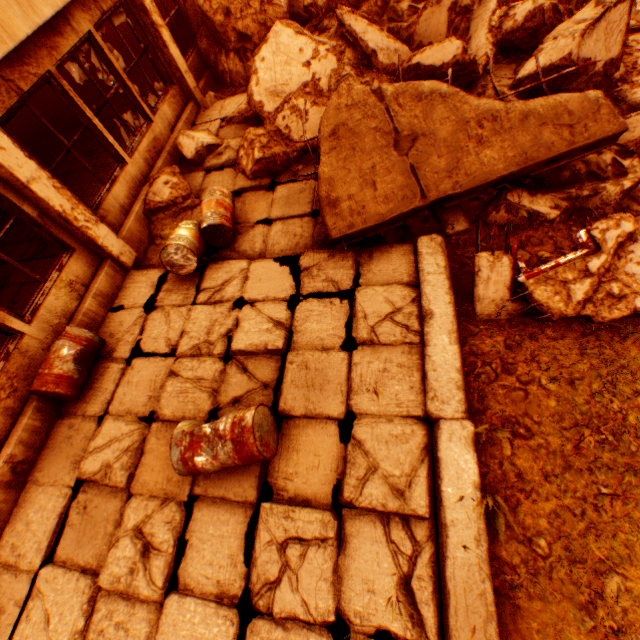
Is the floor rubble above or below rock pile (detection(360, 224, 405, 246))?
above

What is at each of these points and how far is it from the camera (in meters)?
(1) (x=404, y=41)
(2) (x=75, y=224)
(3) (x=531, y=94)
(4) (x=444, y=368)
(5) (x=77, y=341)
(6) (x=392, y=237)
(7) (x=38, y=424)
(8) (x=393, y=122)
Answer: (1) rock pile, 5.98
(2) pillar, 4.86
(3) rock pile, 5.00
(4) concrete curb, 3.37
(5) metal barrel, 4.42
(6) rock pile, 4.64
(7) wall corner piece, 4.33
(8) floor rubble, 4.29

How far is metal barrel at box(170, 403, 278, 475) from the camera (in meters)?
2.98

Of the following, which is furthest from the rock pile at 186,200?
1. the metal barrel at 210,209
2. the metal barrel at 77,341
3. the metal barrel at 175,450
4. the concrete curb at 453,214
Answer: the metal barrel at 175,450

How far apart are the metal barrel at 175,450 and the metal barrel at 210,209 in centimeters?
244cm

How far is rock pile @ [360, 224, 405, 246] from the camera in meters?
4.6 m

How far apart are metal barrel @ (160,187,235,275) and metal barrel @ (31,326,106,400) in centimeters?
131cm
